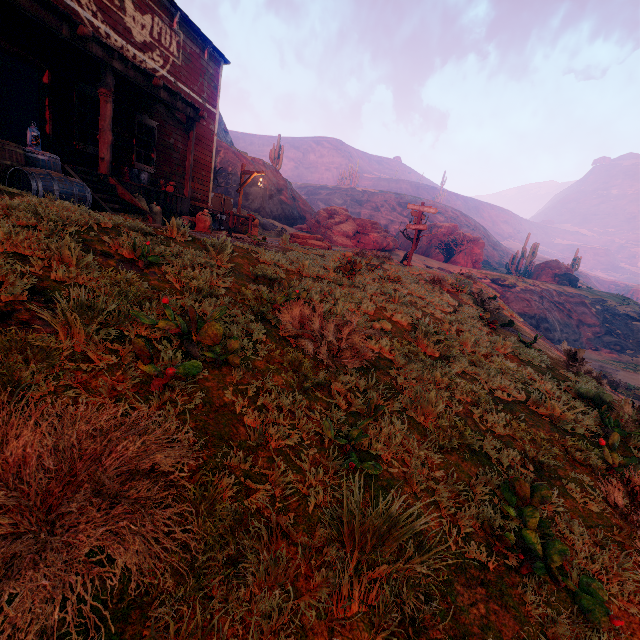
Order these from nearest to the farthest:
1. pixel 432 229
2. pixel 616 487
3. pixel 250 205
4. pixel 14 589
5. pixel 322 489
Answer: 1. pixel 14 589
2. pixel 322 489
3. pixel 616 487
4. pixel 250 205
5. pixel 432 229

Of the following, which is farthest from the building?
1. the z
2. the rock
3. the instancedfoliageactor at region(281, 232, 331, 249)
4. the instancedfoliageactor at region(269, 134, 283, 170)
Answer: the instancedfoliageactor at region(269, 134, 283, 170)

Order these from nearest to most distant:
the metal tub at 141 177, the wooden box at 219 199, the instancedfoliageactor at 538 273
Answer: the metal tub at 141 177
the wooden box at 219 199
the instancedfoliageactor at 538 273

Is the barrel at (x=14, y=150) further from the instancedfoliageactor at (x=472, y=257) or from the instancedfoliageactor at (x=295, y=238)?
the instancedfoliageactor at (x=472, y=257)

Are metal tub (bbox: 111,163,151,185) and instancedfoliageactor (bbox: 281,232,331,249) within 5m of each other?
no

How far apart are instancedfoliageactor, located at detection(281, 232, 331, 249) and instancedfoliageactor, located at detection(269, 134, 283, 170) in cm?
2274

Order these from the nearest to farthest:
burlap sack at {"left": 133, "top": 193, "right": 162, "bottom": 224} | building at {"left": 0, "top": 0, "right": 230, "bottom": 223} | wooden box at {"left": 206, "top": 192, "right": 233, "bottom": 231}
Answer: building at {"left": 0, "top": 0, "right": 230, "bottom": 223}, burlap sack at {"left": 133, "top": 193, "right": 162, "bottom": 224}, wooden box at {"left": 206, "top": 192, "right": 233, "bottom": 231}

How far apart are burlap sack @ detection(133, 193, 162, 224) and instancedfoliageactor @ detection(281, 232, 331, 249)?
9.5m
